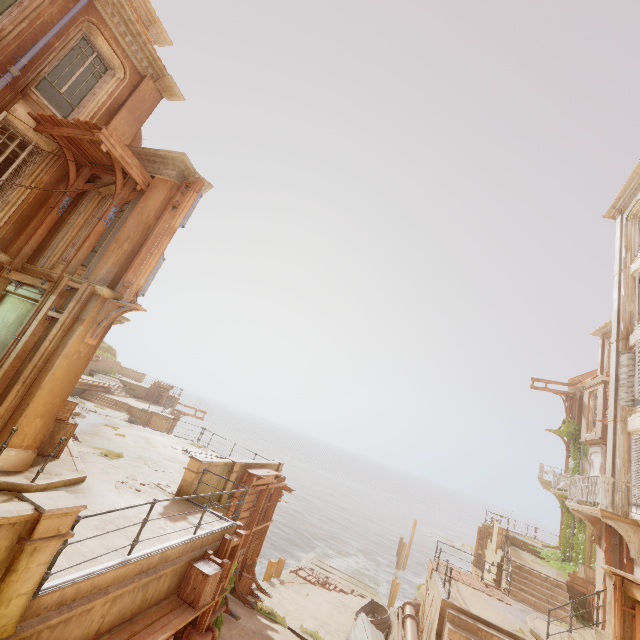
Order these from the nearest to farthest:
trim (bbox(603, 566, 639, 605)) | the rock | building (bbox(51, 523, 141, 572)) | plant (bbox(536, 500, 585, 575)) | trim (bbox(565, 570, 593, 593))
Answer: building (bbox(51, 523, 141, 572))
trim (bbox(603, 566, 639, 605))
trim (bbox(565, 570, 593, 593))
plant (bbox(536, 500, 585, 575))
the rock

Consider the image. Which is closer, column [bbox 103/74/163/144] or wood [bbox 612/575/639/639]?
wood [bbox 612/575/639/639]

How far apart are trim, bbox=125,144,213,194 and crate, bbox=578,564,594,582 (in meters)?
24.75

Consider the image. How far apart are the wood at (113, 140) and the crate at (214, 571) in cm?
994

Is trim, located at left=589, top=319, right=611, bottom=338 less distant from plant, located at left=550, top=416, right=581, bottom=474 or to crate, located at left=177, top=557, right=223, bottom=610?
plant, located at left=550, top=416, right=581, bottom=474

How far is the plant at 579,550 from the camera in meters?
20.3 m

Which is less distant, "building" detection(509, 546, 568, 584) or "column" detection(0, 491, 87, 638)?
"column" detection(0, 491, 87, 638)

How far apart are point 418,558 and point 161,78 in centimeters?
5828cm
